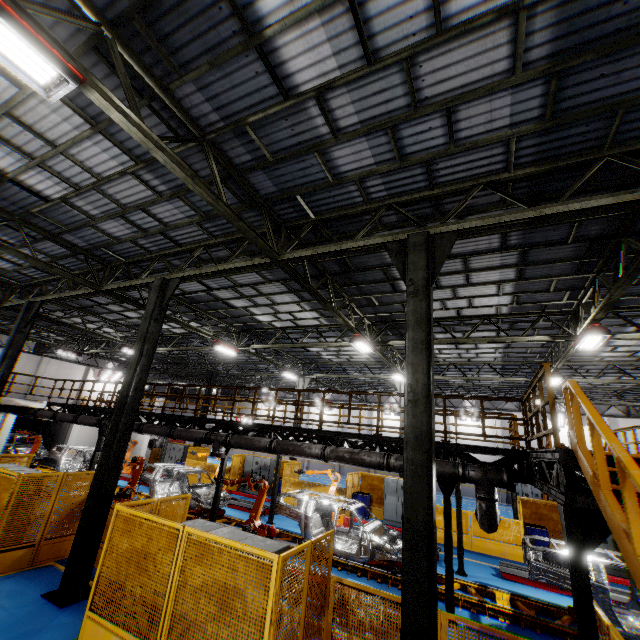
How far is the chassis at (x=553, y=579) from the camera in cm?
802

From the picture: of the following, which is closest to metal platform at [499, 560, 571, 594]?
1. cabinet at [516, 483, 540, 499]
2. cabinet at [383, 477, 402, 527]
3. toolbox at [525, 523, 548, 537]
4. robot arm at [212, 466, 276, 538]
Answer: toolbox at [525, 523, 548, 537]

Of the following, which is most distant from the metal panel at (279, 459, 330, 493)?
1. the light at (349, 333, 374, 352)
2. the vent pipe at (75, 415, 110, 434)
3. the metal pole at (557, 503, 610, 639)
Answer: the light at (349, 333, 374, 352)

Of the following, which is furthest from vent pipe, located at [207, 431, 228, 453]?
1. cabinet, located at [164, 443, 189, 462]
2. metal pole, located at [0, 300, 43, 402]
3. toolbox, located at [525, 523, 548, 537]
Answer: cabinet, located at [164, 443, 189, 462]

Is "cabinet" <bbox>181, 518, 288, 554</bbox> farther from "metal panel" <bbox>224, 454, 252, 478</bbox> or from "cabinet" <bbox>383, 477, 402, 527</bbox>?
"cabinet" <bbox>383, 477, 402, 527</bbox>

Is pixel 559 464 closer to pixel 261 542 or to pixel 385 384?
pixel 261 542

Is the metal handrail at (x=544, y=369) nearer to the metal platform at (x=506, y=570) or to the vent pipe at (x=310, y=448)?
the vent pipe at (x=310, y=448)

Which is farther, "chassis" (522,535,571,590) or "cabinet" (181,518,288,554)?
"chassis" (522,535,571,590)
